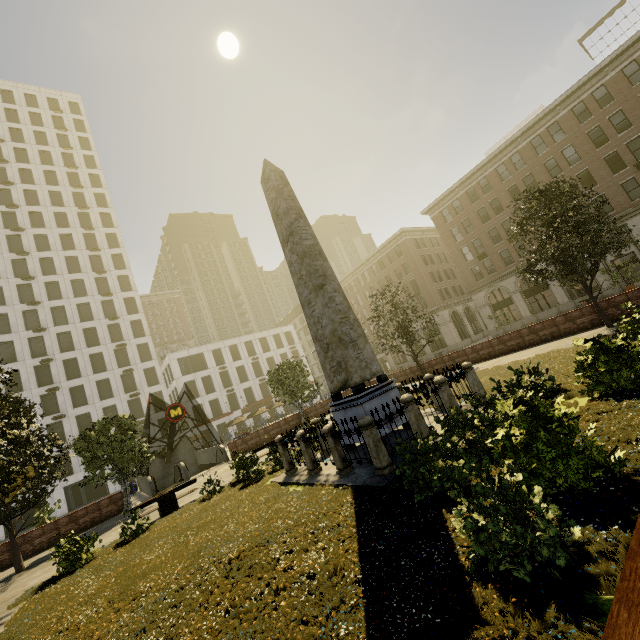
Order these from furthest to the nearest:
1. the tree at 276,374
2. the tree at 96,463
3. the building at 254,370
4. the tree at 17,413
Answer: the building at 254,370 < the tree at 276,374 < the tree at 96,463 < the tree at 17,413

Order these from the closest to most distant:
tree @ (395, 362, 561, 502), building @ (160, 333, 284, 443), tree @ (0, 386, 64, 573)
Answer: tree @ (395, 362, 561, 502)
tree @ (0, 386, 64, 573)
building @ (160, 333, 284, 443)

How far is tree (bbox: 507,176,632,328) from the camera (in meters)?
14.38

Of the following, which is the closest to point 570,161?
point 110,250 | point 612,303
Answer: point 612,303

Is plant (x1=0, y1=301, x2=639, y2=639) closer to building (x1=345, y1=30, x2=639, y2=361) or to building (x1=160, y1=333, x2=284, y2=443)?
building (x1=345, y1=30, x2=639, y2=361)

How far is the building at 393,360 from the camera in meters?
53.1 m

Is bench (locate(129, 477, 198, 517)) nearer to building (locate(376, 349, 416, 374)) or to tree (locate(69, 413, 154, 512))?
tree (locate(69, 413, 154, 512))

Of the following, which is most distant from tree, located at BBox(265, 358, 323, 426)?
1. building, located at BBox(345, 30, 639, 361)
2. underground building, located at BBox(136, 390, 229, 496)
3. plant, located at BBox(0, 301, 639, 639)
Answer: building, located at BBox(345, 30, 639, 361)
